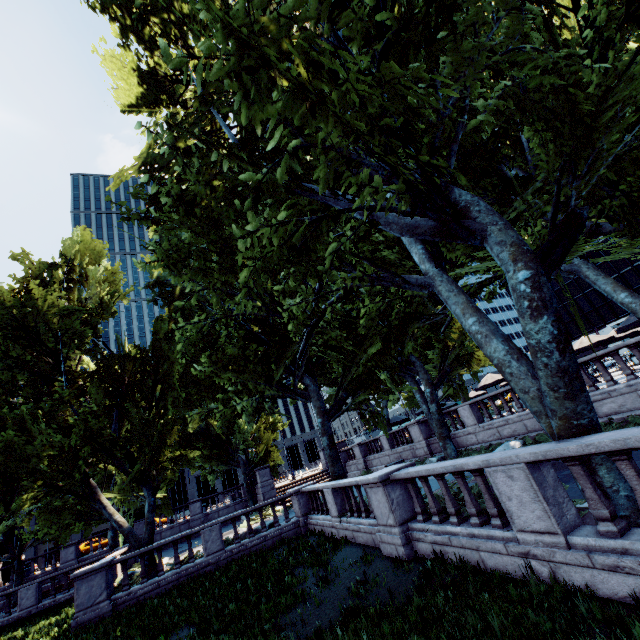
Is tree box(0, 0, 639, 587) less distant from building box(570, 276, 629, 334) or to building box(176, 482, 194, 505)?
building box(176, 482, 194, 505)

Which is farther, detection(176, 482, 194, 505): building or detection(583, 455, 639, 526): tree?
detection(176, 482, 194, 505): building

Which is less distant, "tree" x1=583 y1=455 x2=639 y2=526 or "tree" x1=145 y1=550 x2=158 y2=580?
"tree" x1=583 y1=455 x2=639 y2=526

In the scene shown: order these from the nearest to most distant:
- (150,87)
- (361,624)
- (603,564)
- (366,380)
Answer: (603,564), (361,624), (150,87), (366,380)

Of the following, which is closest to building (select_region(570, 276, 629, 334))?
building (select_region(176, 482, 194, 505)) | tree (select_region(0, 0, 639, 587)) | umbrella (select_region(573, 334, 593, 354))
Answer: tree (select_region(0, 0, 639, 587))

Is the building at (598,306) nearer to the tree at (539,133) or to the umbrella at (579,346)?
the tree at (539,133)

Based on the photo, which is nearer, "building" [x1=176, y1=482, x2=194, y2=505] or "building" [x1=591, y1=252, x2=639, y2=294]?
"building" [x1=591, y1=252, x2=639, y2=294]

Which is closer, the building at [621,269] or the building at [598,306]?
the building at [621,269]
